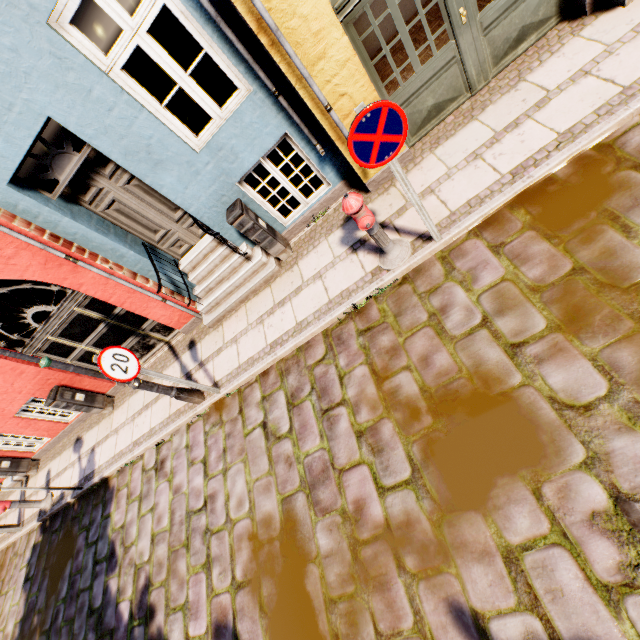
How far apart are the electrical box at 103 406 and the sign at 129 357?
4.1m

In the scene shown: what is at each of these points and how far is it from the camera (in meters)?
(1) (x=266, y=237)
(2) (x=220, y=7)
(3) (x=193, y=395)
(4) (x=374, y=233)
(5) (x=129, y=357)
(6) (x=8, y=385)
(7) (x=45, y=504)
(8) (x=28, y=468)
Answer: (1) electrical box, 5.31
(2) building, 3.45
(3) street light, 5.59
(4) hydrant, 3.89
(5) sign, 4.46
(6) building, 6.82
(7) hydrant, 7.86
(8) electrical box, 9.12

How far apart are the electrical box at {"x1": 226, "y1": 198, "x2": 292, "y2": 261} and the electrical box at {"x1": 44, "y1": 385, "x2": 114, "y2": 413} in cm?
573

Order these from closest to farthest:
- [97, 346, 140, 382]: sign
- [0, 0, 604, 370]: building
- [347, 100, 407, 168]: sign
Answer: [347, 100, 407, 168]: sign
[0, 0, 604, 370]: building
[97, 346, 140, 382]: sign

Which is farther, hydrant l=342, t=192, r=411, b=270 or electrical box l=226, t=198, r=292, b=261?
electrical box l=226, t=198, r=292, b=261

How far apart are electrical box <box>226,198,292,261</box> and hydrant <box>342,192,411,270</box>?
1.80m

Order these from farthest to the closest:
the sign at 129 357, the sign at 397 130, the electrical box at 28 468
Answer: the electrical box at 28 468 < the sign at 129 357 < the sign at 397 130

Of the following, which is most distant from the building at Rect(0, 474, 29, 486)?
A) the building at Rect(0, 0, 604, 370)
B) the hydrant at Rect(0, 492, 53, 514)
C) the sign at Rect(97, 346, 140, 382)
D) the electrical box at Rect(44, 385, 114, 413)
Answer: the sign at Rect(97, 346, 140, 382)
